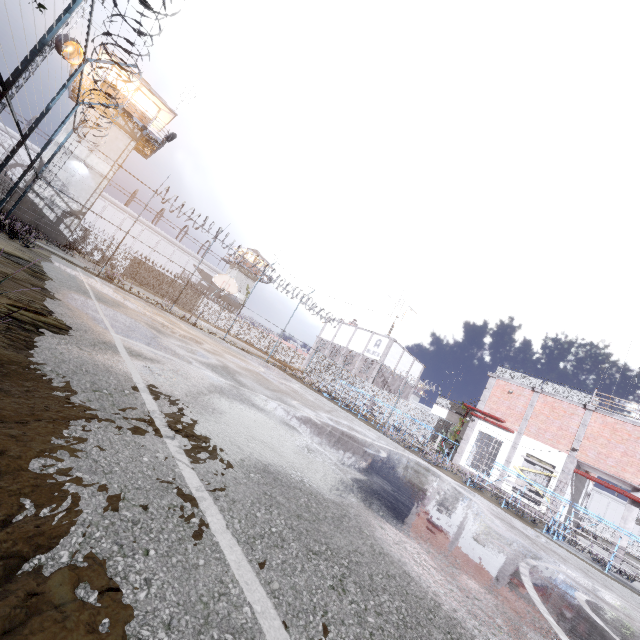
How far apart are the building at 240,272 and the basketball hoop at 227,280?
35.4 meters

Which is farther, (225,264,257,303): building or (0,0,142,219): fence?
(225,264,257,303): building

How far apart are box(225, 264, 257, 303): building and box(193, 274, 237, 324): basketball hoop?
35.4m

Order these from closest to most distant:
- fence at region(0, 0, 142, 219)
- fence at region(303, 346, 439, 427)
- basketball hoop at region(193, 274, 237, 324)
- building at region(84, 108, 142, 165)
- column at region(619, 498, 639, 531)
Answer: fence at region(0, 0, 142, 219) → column at region(619, 498, 639, 531) → basketball hoop at region(193, 274, 237, 324) → building at region(84, 108, 142, 165) → fence at region(303, 346, 439, 427)

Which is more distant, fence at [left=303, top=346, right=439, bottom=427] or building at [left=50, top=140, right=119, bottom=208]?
fence at [left=303, top=346, right=439, bottom=427]

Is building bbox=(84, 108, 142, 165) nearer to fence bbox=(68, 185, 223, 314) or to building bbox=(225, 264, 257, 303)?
fence bbox=(68, 185, 223, 314)

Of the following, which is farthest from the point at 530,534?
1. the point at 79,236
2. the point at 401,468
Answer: the point at 79,236

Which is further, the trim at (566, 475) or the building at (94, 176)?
the building at (94, 176)
